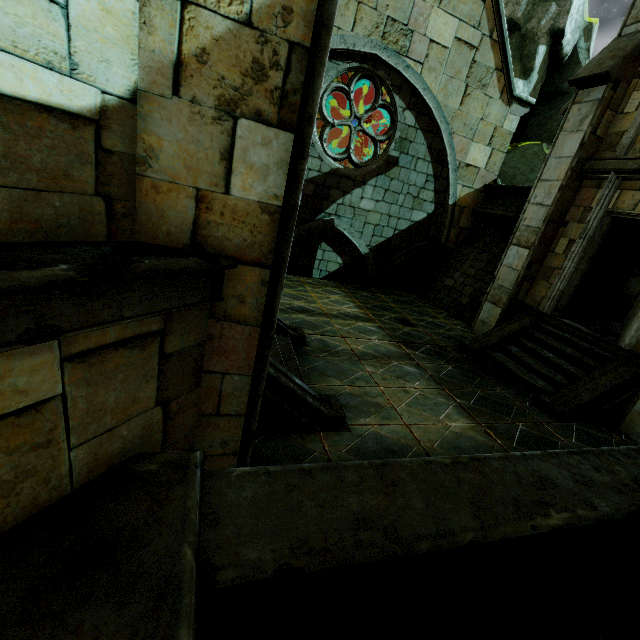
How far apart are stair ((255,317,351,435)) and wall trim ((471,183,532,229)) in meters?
8.2

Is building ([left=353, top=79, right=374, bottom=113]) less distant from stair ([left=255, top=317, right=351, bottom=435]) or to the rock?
the rock

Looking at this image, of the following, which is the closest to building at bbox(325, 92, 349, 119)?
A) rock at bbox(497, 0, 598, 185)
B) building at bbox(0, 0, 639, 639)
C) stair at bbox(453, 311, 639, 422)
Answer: rock at bbox(497, 0, 598, 185)

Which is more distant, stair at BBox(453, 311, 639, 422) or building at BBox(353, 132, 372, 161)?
building at BBox(353, 132, 372, 161)

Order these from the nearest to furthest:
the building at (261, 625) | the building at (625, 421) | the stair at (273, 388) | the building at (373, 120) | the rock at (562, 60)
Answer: the building at (261, 625), the stair at (273, 388), the building at (625, 421), the rock at (562, 60), the building at (373, 120)

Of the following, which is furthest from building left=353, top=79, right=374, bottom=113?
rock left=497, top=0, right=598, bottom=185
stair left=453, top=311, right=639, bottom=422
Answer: stair left=453, top=311, right=639, bottom=422

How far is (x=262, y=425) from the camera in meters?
3.8

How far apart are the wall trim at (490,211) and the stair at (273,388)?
8.2m
